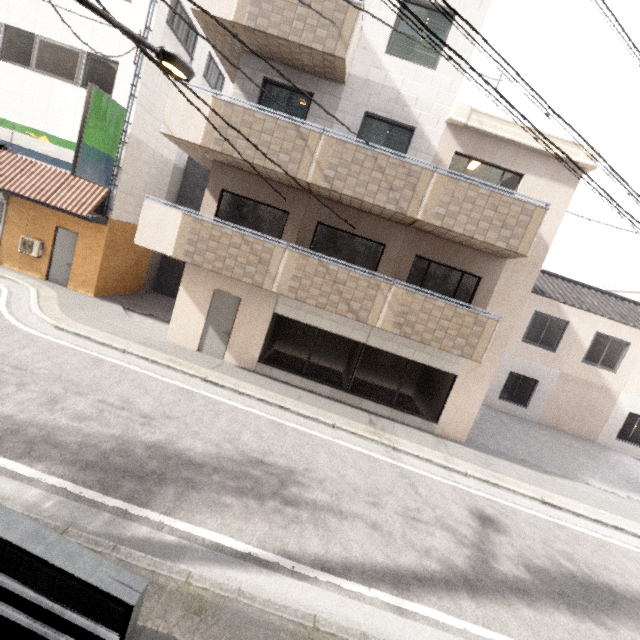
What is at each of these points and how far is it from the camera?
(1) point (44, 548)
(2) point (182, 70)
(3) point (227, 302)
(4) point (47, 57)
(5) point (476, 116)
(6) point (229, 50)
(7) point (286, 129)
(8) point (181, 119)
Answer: (1) ramp, 2.5m
(2) street light, 4.1m
(3) door, 9.9m
(4) window, 10.9m
(5) roof trim, 8.7m
(6) balcony, 9.1m
(7) balcony, 8.1m
(8) balcony, 8.3m

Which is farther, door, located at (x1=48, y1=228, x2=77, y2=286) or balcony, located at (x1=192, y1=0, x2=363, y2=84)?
door, located at (x1=48, y1=228, x2=77, y2=286)

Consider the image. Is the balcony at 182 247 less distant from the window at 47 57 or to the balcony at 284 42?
the balcony at 284 42

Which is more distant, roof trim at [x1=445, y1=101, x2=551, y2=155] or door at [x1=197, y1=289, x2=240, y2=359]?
door at [x1=197, y1=289, x2=240, y2=359]

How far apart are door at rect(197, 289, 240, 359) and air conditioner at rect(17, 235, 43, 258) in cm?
729

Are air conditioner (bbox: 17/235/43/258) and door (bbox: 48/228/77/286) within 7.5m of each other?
yes

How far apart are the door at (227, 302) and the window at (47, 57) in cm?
875

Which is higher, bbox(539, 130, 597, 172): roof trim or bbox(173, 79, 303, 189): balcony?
bbox(539, 130, 597, 172): roof trim
